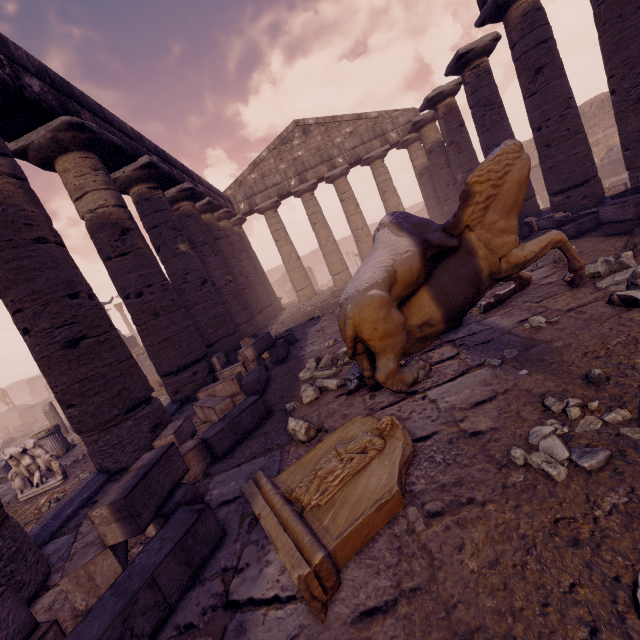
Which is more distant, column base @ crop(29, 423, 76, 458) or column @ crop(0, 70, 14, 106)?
column base @ crop(29, 423, 76, 458)

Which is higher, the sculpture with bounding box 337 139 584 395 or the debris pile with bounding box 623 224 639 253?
the sculpture with bounding box 337 139 584 395

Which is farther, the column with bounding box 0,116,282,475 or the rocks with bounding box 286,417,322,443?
the column with bounding box 0,116,282,475

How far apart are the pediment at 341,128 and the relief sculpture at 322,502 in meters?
16.5 m

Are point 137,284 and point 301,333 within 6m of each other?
yes

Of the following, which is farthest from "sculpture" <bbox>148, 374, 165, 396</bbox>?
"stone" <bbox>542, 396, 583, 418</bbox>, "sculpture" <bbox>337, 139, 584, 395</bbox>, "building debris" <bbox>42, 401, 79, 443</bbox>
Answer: "stone" <bbox>542, 396, 583, 418</bbox>

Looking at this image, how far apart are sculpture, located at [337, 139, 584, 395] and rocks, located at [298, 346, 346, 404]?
0.4 meters

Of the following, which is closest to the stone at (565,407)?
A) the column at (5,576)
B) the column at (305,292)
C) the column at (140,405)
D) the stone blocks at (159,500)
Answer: the stone blocks at (159,500)
